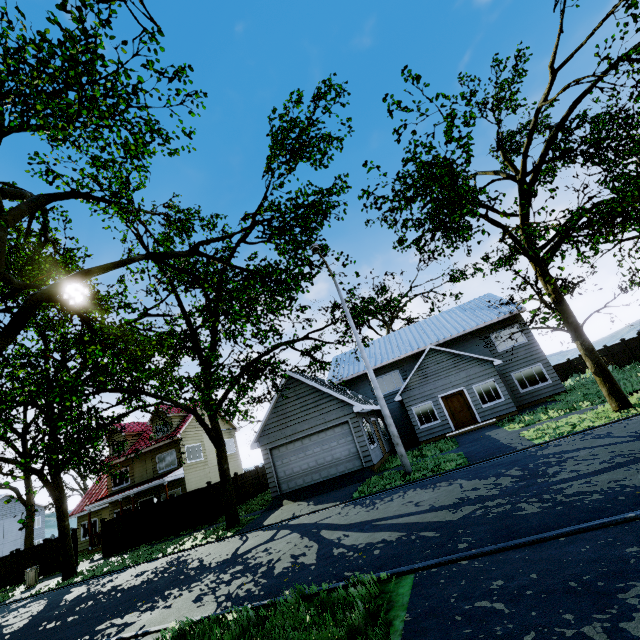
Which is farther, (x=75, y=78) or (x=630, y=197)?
(x=75, y=78)

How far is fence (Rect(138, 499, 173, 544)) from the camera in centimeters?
1936cm

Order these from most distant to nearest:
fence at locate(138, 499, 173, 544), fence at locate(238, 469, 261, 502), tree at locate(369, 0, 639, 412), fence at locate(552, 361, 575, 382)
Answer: fence at locate(552, 361, 575, 382) → fence at locate(238, 469, 261, 502) → fence at locate(138, 499, 173, 544) → tree at locate(369, 0, 639, 412)

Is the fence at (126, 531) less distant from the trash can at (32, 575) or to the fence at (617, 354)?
the trash can at (32, 575)

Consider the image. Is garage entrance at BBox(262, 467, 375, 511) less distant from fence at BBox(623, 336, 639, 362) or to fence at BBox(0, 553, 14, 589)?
fence at BBox(0, 553, 14, 589)

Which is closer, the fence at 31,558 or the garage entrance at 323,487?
the garage entrance at 323,487
